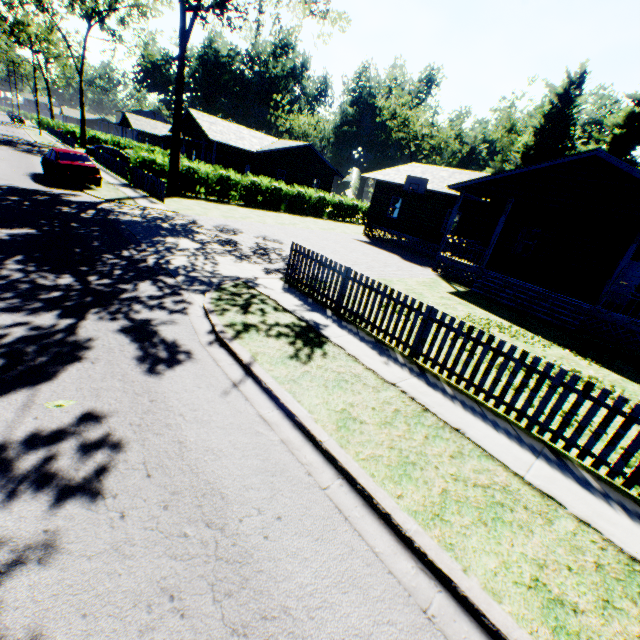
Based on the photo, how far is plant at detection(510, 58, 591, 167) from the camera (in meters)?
42.38

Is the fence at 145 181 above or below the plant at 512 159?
below

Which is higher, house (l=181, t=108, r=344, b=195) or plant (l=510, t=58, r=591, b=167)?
plant (l=510, t=58, r=591, b=167)

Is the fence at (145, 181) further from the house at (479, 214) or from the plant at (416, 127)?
the house at (479, 214)

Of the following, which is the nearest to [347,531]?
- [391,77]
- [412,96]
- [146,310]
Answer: [146,310]

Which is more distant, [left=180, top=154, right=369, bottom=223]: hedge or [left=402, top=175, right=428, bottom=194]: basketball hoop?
[left=180, top=154, right=369, bottom=223]: hedge

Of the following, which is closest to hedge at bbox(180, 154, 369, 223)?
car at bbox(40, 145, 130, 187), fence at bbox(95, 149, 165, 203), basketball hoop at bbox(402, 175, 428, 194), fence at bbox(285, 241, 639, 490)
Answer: fence at bbox(95, 149, 165, 203)

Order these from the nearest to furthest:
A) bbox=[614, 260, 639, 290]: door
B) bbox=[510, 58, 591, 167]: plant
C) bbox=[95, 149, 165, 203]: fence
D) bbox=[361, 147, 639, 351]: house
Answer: bbox=[361, 147, 639, 351]: house, bbox=[614, 260, 639, 290]: door, bbox=[95, 149, 165, 203]: fence, bbox=[510, 58, 591, 167]: plant
